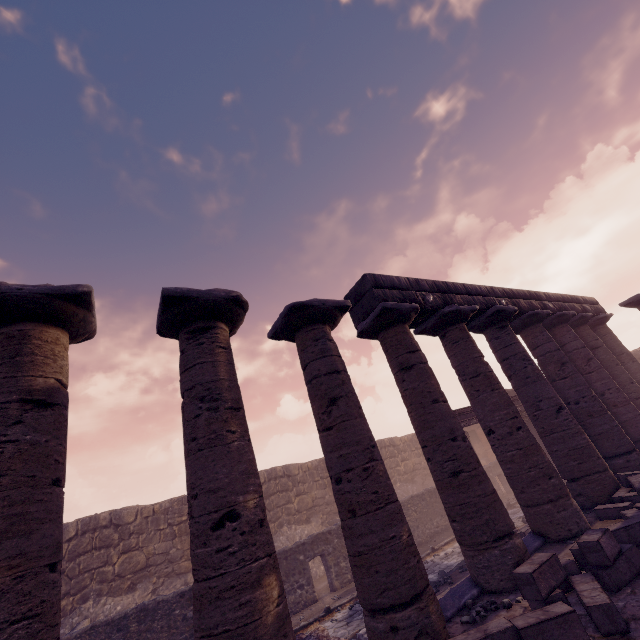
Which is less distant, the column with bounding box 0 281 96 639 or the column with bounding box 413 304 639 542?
the column with bounding box 0 281 96 639

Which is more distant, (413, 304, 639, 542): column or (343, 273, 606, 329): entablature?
(343, 273, 606, 329): entablature

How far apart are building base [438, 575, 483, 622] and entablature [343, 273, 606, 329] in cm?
529

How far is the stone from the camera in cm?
Result: 469

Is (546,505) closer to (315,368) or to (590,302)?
(315,368)

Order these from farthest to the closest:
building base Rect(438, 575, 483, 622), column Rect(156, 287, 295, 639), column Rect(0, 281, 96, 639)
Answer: building base Rect(438, 575, 483, 622), column Rect(156, 287, 295, 639), column Rect(0, 281, 96, 639)

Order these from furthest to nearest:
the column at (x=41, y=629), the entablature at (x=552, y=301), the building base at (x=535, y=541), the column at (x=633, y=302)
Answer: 1. the column at (x=633, y=302)
2. the entablature at (x=552, y=301)
3. the building base at (x=535, y=541)
4. the column at (x=41, y=629)

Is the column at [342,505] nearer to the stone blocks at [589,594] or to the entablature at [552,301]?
the stone blocks at [589,594]
